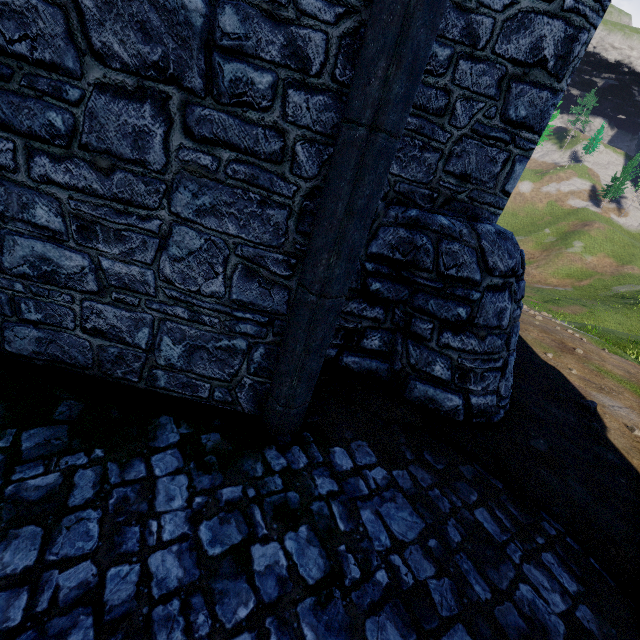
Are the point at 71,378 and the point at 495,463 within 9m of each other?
yes
